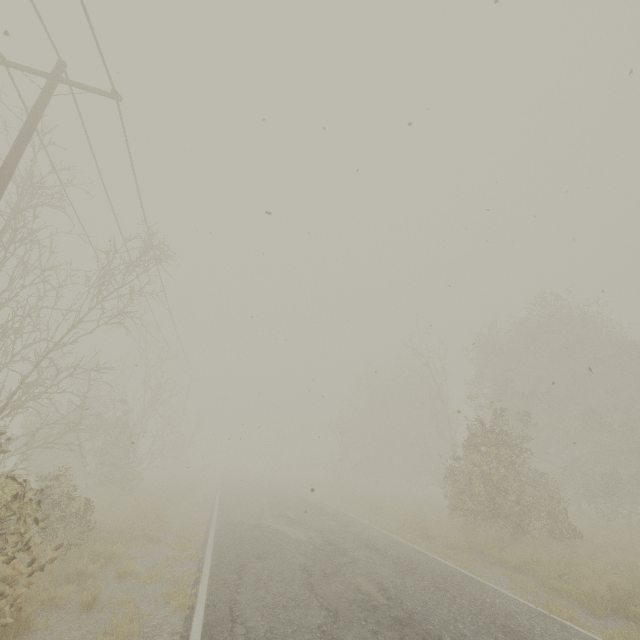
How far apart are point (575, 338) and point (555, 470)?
9.2 meters

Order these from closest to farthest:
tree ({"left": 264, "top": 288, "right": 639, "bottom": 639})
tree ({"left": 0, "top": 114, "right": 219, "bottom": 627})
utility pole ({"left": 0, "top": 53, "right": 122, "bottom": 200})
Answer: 1. tree ({"left": 0, "top": 114, "right": 219, "bottom": 627})
2. utility pole ({"left": 0, "top": 53, "right": 122, "bottom": 200})
3. tree ({"left": 264, "top": 288, "right": 639, "bottom": 639})

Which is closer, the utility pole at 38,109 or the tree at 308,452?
the utility pole at 38,109

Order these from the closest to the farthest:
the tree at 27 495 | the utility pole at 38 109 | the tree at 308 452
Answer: the tree at 27 495, the utility pole at 38 109, the tree at 308 452

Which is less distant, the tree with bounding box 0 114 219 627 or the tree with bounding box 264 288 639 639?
the tree with bounding box 0 114 219 627

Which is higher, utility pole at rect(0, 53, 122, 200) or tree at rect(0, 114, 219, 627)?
utility pole at rect(0, 53, 122, 200)

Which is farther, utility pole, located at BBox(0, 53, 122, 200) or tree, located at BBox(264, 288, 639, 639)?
tree, located at BBox(264, 288, 639, 639)
